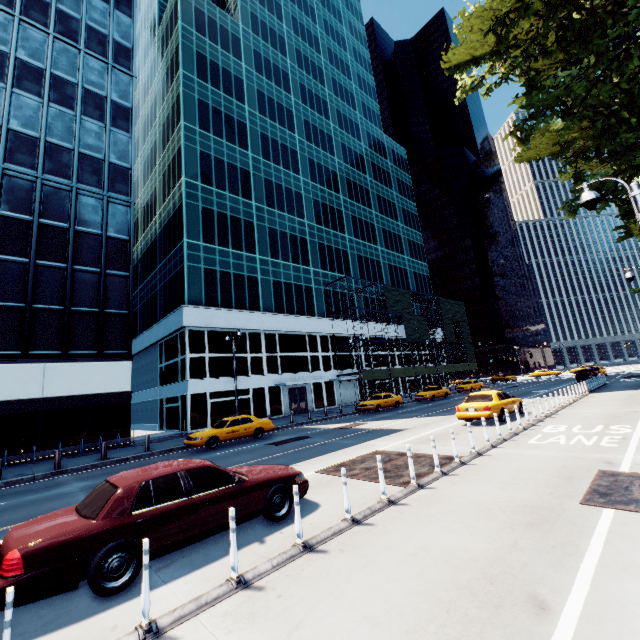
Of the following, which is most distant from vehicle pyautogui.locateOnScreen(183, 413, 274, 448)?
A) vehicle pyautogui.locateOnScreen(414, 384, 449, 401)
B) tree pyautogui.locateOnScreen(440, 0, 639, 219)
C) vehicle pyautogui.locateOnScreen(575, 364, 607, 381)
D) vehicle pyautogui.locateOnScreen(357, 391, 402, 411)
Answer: vehicle pyautogui.locateOnScreen(575, 364, 607, 381)

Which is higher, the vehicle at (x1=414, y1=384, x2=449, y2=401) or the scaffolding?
the scaffolding

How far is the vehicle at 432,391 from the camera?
33.8 meters

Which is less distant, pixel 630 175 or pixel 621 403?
pixel 621 403

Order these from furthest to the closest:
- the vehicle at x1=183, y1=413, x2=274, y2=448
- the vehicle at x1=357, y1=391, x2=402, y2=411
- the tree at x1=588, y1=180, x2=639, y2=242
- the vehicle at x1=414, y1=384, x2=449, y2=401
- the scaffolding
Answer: the scaffolding, the vehicle at x1=414, y1=384, x2=449, y2=401, the vehicle at x1=357, y1=391, x2=402, y2=411, the tree at x1=588, y1=180, x2=639, y2=242, the vehicle at x1=183, y1=413, x2=274, y2=448

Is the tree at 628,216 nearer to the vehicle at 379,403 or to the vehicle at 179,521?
the vehicle at 179,521

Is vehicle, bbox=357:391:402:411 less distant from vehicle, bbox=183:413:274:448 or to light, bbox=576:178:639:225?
vehicle, bbox=183:413:274:448

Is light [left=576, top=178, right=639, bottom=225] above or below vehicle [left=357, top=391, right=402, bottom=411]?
above
